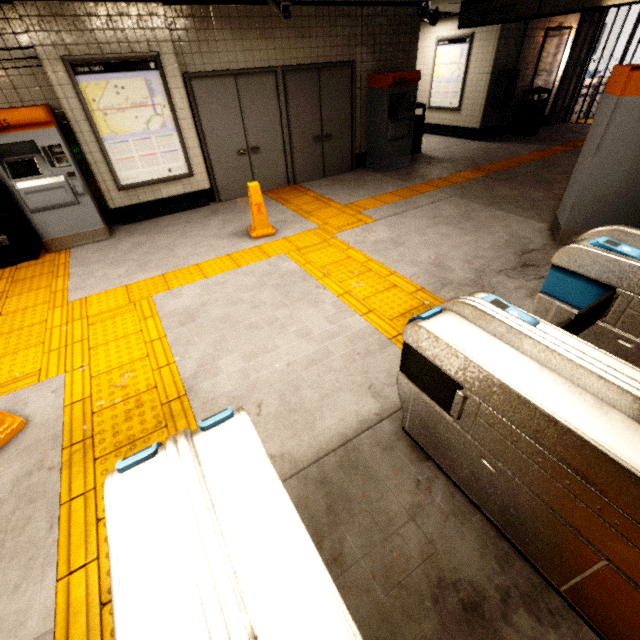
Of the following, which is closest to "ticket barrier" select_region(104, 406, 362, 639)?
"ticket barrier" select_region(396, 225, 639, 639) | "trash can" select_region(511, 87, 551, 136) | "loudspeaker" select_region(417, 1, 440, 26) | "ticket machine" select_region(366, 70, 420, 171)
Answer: "ticket barrier" select_region(396, 225, 639, 639)

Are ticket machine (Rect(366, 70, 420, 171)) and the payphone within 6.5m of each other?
yes

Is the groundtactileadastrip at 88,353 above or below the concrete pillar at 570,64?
below

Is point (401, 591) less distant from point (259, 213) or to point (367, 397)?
point (367, 397)

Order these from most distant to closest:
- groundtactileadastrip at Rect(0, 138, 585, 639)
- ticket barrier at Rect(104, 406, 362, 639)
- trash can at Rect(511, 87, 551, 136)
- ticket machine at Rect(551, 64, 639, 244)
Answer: trash can at Rect(511, 87, 551, 136), ticket machine at Rect(551, 64, 639, 244), groundtactileadastrip at Rect(0, 138, 585, 639), ticket barrier at Rect(104, 406, 362, 639)

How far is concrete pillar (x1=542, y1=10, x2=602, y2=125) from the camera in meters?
9.5 m

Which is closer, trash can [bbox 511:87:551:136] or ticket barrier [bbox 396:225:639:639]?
ticket barrier [bbox 396:225:639:639]

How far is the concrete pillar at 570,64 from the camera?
9.5 meters
